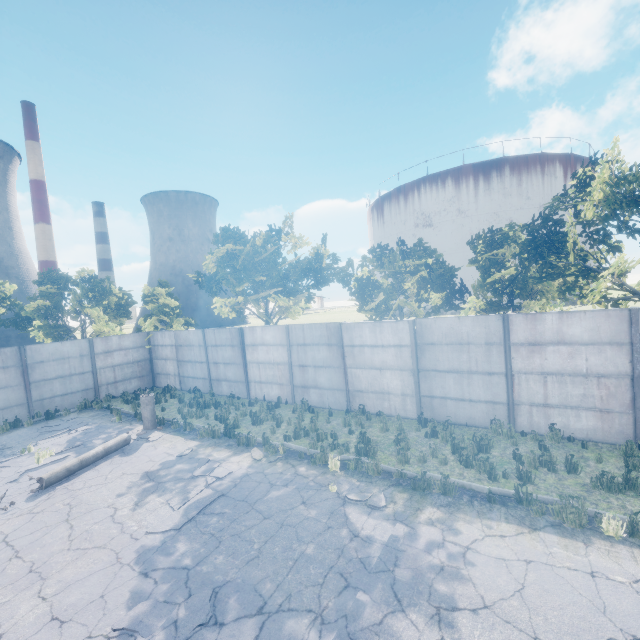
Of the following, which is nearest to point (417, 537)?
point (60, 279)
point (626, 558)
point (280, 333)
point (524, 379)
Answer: point (626, 558)

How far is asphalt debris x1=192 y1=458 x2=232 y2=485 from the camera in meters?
8.8 m

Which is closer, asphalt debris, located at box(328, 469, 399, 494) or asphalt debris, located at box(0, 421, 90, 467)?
asphalt debris, located at box(328, 469, 399, 494)

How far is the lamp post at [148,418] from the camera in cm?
1295

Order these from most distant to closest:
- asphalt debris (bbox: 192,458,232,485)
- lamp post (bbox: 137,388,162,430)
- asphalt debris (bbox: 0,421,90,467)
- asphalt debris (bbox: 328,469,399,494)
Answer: lamp post (bbox: 137,388,162,430) < asphalt debris (bbox: 0,421,90,467) < asphalt debris (bbox: 192,458,232,485) < asphalt debris (bbox: 328,469,399,494)

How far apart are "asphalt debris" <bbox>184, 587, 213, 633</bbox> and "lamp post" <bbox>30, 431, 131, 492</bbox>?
6.12m

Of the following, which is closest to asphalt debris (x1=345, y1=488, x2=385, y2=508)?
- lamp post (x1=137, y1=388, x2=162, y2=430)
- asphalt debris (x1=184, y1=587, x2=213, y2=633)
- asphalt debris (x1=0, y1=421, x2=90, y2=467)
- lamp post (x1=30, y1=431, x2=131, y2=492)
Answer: asphalt debris (x1=184, y1=587, x2=213, y2=633)

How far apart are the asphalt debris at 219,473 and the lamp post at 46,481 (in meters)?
3.40
